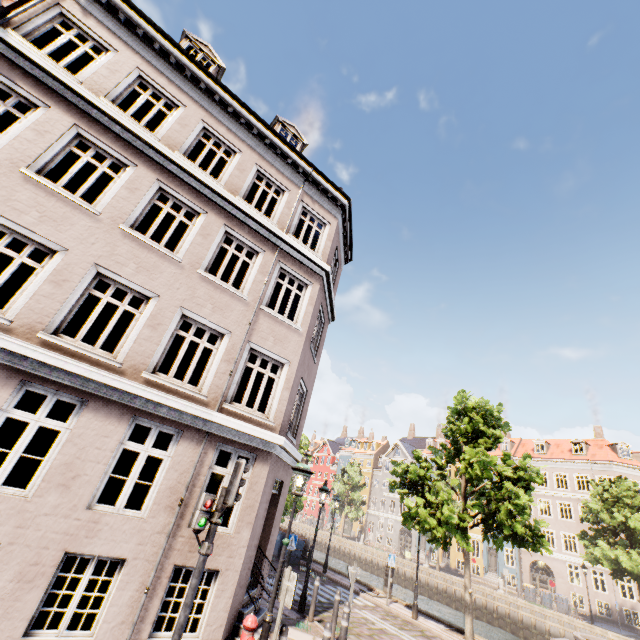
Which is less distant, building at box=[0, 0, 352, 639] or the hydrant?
the hydrant

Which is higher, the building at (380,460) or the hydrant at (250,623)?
the building at (380,460)

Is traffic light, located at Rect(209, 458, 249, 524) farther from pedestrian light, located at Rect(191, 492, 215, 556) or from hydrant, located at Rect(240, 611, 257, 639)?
hydrant, located at Rect(240, 611, 257, 639)

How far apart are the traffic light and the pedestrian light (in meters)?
0.09

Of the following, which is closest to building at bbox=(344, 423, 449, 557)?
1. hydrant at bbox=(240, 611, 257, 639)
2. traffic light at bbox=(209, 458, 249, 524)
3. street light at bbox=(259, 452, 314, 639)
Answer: street light at bbox=(259, 452, 314, 639)

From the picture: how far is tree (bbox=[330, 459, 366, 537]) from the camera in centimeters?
4616cm

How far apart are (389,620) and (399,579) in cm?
2961

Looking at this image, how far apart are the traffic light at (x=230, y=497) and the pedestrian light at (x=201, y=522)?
0.1 meters
